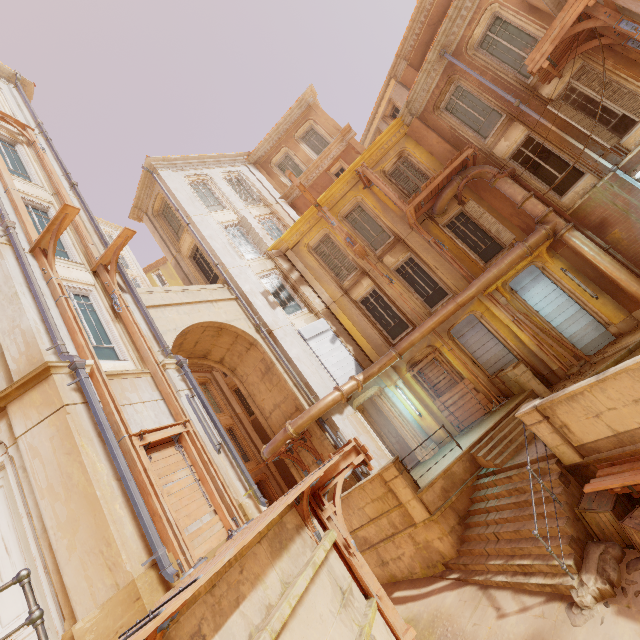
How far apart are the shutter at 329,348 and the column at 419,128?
8.60m

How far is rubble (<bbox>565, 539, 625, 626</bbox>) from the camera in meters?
5.9 m

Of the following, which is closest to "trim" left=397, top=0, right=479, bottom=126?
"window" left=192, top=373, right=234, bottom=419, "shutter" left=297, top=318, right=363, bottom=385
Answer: "shutter" left=297, top=318, right=363, bottom=385

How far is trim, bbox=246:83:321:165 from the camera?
19.81m

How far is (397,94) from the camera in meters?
18.1 m

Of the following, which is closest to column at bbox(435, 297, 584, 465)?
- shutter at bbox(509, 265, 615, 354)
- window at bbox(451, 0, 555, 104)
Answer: shutter at bbox(509, 265, 615, 354)

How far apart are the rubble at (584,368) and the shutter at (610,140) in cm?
699

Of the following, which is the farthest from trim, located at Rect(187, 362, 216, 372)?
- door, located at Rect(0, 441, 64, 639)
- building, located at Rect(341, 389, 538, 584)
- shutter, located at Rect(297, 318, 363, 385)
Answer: door, located at Rect(0, 441, 64, 639)
